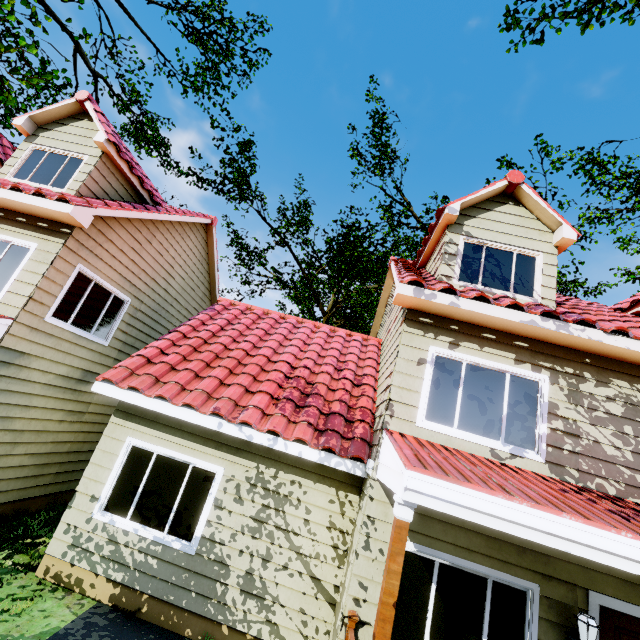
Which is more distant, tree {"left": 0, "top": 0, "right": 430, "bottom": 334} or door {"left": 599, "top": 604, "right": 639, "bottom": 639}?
tree {"left": 0, "top": 0, "right": 430, "bottom": 334}

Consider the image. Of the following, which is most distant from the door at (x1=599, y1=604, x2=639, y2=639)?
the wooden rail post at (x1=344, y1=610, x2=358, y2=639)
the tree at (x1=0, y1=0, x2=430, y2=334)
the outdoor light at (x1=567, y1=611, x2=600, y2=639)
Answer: the tree at (x1=0, y1=0, x2=430, y2=334)

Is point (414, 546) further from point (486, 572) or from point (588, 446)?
point (588, 446)

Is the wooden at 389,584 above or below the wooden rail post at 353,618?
above

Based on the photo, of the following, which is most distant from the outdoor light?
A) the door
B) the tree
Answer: the tree

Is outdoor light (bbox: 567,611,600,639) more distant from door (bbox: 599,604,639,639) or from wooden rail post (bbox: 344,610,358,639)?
wooden rail post (bbox: 344,610,358,639)

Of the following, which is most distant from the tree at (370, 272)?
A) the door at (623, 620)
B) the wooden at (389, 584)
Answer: the wooden at (389, 584)

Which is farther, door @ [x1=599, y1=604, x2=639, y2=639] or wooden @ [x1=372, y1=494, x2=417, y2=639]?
door @ [x1=599, y1=604, x2=639, y2=639]
